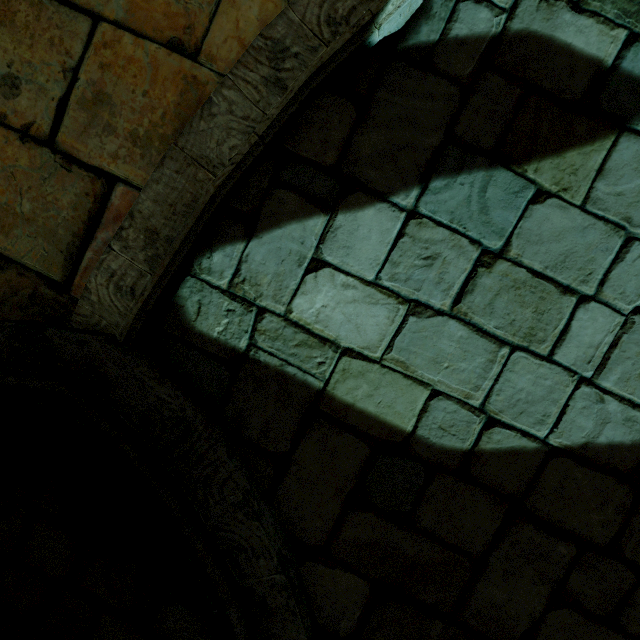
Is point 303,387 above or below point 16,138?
below
